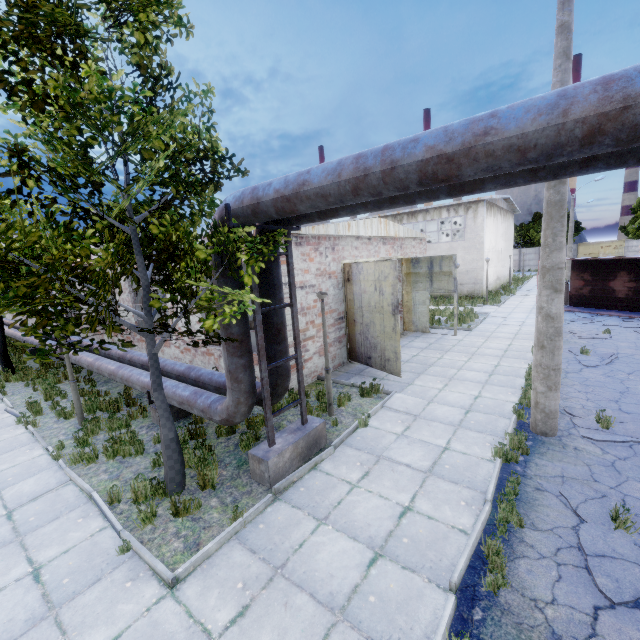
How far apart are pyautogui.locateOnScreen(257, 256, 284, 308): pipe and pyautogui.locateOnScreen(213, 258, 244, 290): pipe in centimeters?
37cm

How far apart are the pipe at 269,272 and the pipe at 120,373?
0.4 meters

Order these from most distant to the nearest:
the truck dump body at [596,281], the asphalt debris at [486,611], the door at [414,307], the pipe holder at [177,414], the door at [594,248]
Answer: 1. the door at [594,248]
2. the truck dump body at [596,281]
3. the door at [414,307]
4. the pipe holder at [177,414]
5. the asphalt debris at [486,611]

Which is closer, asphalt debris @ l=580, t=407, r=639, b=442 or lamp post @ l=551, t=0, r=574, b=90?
lamp post @ l=551, t=0, r=574, b=90

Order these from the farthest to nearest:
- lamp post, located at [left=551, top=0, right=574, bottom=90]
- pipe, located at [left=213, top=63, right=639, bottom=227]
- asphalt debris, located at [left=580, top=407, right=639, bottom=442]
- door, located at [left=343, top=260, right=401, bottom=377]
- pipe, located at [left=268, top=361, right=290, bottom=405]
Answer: door, located at [left=343, top=260, right=401, bottom=377] → pipe, located at [left=268, top=361, right=290, bottom=405] → asphalt debris, located at [left=580, top=407, right=639, bottom=442] → lamp post, located at [left=551, top=0, right=574, bottom=90] → pipe, located at [left=213, top=63, right=639, bottom=227]

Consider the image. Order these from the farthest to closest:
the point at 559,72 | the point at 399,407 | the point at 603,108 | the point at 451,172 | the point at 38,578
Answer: the point at 399,407, the point at 559,72, the point at 38,578, the point at 451,172, the point at 603,108

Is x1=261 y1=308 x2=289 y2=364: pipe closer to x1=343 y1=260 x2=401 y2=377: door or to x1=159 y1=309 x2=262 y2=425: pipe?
x1=159 y1=309 x2=262 y2=425: pipe

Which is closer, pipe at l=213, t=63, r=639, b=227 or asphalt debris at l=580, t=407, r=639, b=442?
pipe at l=213, t=63, r=639, b=227
